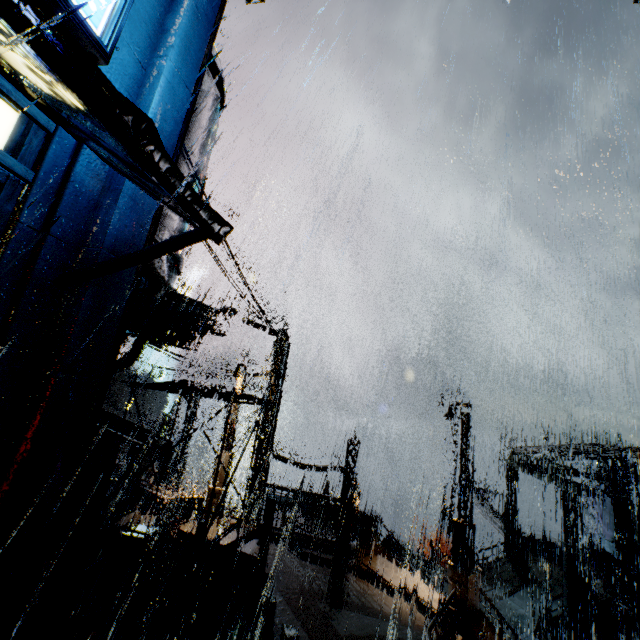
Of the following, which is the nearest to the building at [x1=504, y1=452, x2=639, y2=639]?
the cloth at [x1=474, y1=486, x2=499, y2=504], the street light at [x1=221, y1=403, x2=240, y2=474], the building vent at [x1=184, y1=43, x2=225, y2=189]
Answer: the building vent at [x1=184, y1=43, x2=225, y2=189]

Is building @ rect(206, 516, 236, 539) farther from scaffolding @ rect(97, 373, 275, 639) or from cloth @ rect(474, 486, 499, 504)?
cloth @ rect(474, 486, 499, 504)

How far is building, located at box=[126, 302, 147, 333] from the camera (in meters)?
6.86

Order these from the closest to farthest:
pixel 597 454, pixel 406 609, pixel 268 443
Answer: pixel 406 609 → pixel 268 443 → pixel 597 454

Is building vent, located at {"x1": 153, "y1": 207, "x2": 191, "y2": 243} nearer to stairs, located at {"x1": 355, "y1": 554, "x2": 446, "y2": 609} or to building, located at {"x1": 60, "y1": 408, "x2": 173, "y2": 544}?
building, located at {"x1": 60, "y1": 408, "x2": 173, "y2": 544}

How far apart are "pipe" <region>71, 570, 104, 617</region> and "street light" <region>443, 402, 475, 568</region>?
11.7m

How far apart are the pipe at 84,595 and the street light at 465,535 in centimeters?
1174cm

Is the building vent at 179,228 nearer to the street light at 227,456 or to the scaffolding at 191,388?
the scaffolding at 191,388
